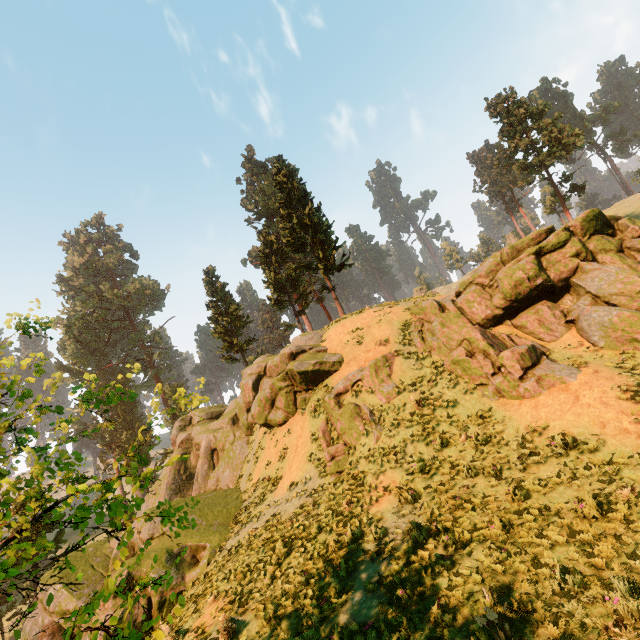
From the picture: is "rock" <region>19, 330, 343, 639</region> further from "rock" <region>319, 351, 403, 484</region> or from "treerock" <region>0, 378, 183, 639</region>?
"treerock" <region>0, 378, 183, 639</region>

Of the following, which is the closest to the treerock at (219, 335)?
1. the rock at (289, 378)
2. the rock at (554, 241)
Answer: the rock at (289, 378)

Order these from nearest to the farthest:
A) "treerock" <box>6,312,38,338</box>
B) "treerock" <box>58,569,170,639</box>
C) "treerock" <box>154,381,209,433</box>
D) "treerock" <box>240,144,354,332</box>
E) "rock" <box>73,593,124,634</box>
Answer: "treerock" <box>58,569,170,639</box> → "treerock" <box>6,312,38,338</box> → "treerock" <box>154,381,209,433</box> → "rock" <box>73,593,124,634</box> → "treerock" <box>240,144,354,332</box>

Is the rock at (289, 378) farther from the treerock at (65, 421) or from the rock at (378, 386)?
the treerock at (65, 421)

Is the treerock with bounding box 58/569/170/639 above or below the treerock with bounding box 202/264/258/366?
below

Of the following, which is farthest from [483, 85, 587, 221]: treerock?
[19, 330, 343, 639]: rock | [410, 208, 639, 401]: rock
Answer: [410, 208, 639, 401]: rock

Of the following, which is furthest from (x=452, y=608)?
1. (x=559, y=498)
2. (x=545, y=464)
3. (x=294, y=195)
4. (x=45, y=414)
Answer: (x=294, y=195)
